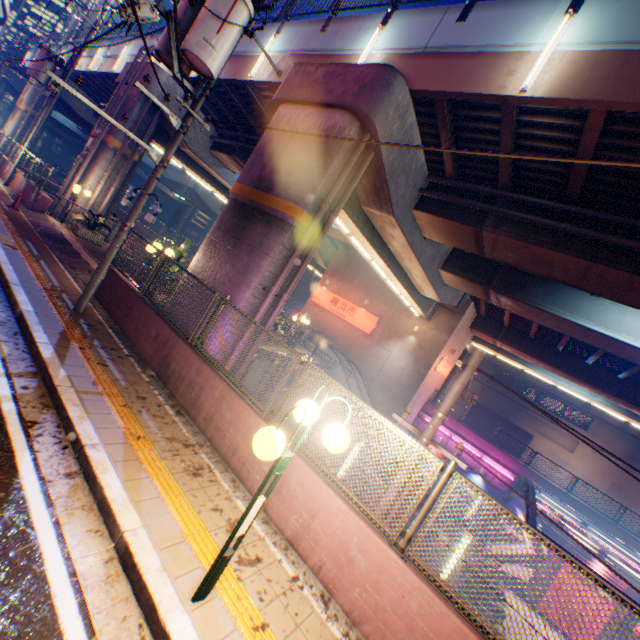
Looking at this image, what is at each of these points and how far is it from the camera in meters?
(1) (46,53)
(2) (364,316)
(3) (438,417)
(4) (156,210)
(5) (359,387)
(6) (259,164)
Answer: (1) electric pole, 15.9 m
(2) sign, 25.6 m
(3) electric pole, 5.9 m
(4) sign, 12.7 m
(5) escalator, 22.2 m
(6) overpass support, 9.7 m

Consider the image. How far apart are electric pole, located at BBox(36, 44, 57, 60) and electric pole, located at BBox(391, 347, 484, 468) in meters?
22.7

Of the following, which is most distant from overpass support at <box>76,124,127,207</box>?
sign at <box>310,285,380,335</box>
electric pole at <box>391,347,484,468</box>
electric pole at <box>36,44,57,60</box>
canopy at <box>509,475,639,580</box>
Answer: canopy at <box>509,475,639,580</box>

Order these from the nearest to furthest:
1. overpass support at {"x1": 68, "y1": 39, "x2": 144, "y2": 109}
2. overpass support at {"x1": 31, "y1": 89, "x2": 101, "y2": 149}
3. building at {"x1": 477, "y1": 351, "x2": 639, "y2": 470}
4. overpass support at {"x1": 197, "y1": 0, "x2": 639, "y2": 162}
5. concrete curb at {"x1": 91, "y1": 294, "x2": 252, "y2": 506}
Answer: concrete curb at {"x1": 91, "y1": 294, "x2": 252, "y2": 506}, overpass support at {"x1": 197, "y1": 0, "x2": 639, "y2": 162}, overpass support at {"x1": 68, "y1": 39, "x2": 144, "y2": 109}, overpass support at {"x1": 31, "y1": 89, "x2": 101, "y2": 149}, building at {"x1": 477, "y1": 351, "x2": 639, "y2": 470}

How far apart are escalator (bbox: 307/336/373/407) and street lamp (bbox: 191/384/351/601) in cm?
1823

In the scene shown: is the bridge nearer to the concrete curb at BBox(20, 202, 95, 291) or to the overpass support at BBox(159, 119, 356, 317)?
the overpass support at BBox(159, 119, 356, 317)

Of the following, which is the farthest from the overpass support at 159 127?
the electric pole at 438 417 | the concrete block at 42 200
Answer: the electric pole at 438 417

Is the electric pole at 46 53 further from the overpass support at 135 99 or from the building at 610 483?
the building at 610 483
